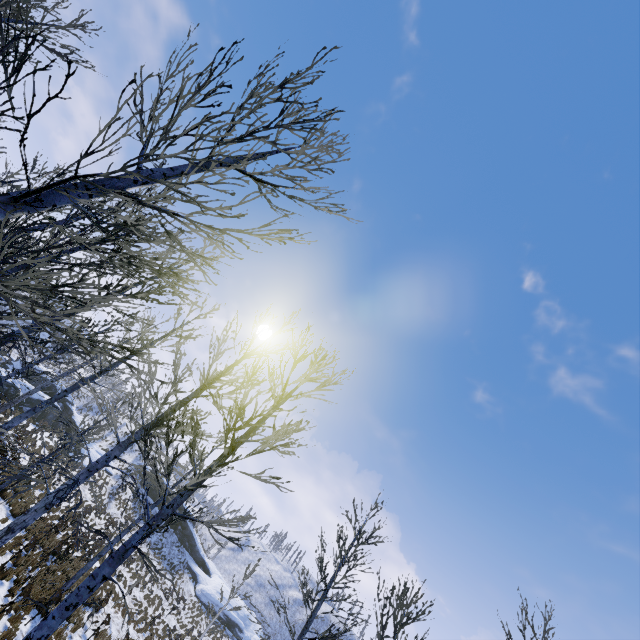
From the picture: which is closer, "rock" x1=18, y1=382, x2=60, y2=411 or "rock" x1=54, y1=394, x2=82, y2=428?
"rock" x1=18, y1=382, x2=60, y2=411

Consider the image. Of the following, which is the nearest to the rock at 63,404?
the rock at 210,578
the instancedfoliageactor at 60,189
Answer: the rock at 210,578

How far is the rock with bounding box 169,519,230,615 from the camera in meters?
36.7 m

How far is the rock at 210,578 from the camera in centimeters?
3672cm

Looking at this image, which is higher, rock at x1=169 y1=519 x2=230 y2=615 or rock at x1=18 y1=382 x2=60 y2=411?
rock at x1=169 y1=519 x2=230 y2=615

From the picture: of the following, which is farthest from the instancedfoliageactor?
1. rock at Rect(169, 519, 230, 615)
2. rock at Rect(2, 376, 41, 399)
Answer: rock at Rect(169, 519, 230, 615)

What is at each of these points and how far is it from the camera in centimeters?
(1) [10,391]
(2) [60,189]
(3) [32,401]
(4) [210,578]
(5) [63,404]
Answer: (1) rock, 2809cm
(2) instancedfoliageactor, 241cm
(3) rock, 3084cm
(4) rock, 4275cm
(5) rock, 3584cm

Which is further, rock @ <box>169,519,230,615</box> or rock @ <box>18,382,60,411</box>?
rock @ <box>169,519,230,615</box>
